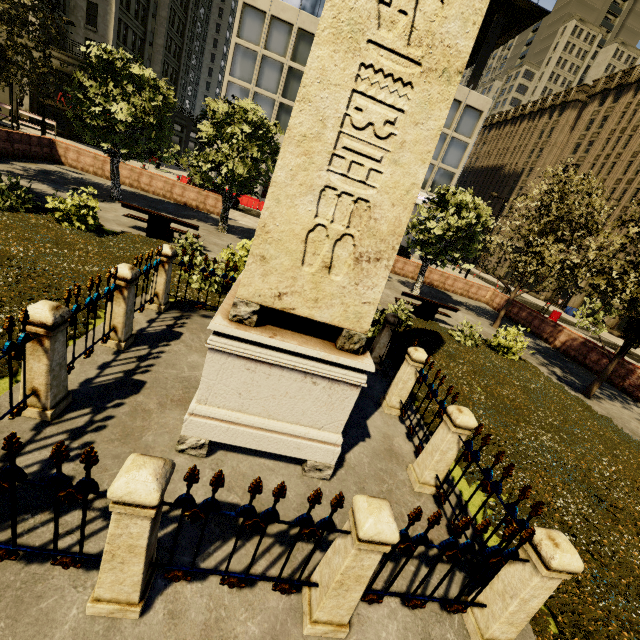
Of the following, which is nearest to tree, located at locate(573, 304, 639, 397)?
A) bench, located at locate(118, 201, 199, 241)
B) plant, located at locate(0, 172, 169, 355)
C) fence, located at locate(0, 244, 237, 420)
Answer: plant, located at locate(0, 172, 169, 355)

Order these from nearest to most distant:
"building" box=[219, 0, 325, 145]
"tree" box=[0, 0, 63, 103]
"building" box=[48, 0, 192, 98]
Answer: "tree" box=[0, 0, 63, 103] → "building" box=[219, 0, 325, 145] → "building" box=[48, 0, 192, 98]

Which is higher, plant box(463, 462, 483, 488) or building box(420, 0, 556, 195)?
building box(420, 0, 556, 195)

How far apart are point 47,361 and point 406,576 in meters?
4.5

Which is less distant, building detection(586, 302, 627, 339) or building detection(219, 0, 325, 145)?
building detection(219, 0, 325, 145)

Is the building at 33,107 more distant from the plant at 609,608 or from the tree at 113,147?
the plant at 609,608

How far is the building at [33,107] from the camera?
28.5 meters

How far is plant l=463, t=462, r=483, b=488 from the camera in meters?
5.2 m
